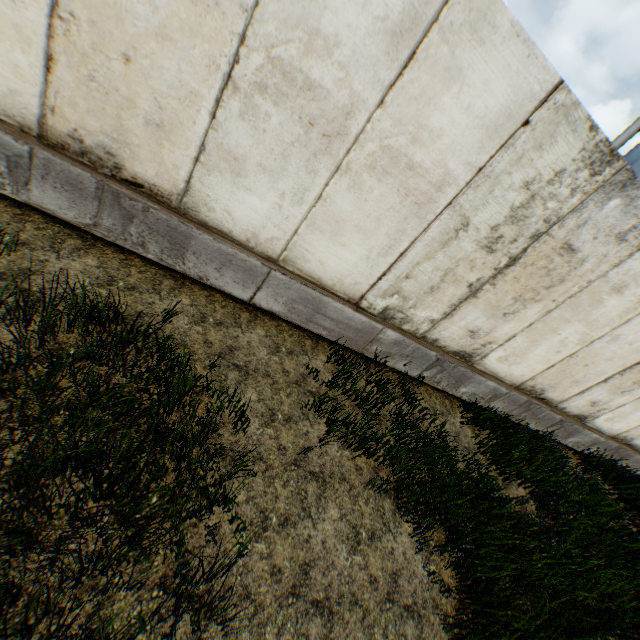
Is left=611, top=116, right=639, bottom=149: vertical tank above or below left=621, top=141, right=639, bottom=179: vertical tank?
above

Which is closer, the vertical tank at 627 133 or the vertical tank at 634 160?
the vertical tank at 634 160

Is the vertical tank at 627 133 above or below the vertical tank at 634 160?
above

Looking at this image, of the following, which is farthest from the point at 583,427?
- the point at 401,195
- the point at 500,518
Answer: the point at 401,195

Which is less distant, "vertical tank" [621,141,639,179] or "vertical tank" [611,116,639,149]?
"vertical tank" [621,141,639,179]
